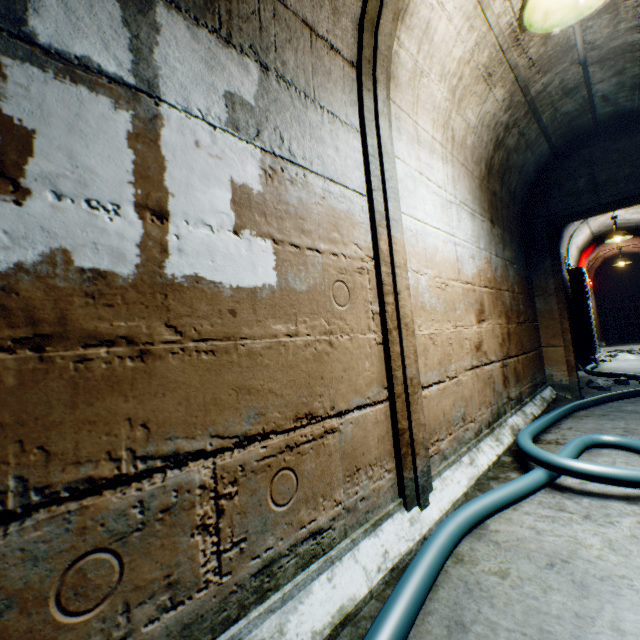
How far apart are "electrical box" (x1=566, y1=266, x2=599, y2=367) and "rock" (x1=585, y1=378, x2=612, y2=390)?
2.1m

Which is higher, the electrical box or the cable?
the electrical box

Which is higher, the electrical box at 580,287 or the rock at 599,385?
the electrical box at 580,287

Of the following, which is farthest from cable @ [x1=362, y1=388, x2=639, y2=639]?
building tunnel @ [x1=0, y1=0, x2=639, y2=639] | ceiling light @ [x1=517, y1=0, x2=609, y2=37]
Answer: ceiling light @ [x1=517, y1=0, x2=609, y2=37]

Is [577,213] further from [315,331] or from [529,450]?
[315,331]

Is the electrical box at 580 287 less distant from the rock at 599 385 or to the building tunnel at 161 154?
the building tunnel at 161 154

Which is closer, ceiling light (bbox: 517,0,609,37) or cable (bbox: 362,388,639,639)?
cable (bbox: 362,388,639,639)

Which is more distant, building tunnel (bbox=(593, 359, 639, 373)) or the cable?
building tunnel (bbox=(593, 359, 639, 373))
